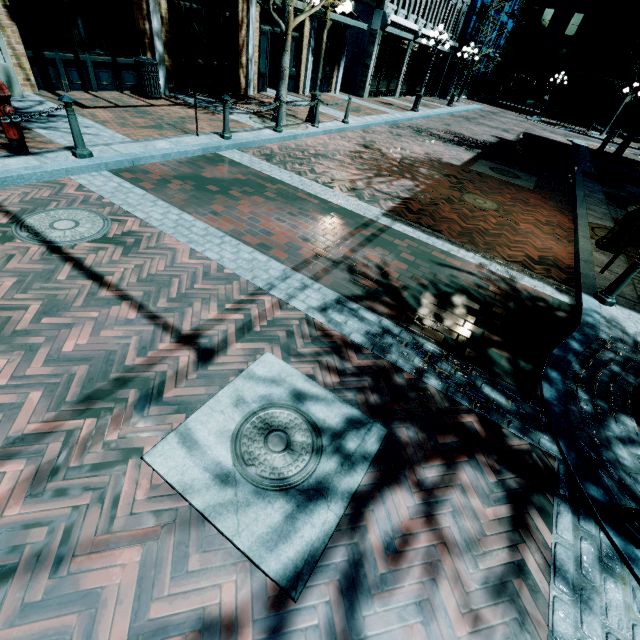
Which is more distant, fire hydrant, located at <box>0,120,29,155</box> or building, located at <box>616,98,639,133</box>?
building, located at <box>616,98,639,133</box>

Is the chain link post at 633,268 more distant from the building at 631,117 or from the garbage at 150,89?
the garbage at 150,89

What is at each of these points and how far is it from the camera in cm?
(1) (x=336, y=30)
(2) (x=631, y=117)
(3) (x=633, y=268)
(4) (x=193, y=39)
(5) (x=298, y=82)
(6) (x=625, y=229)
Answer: (1) building, 1588
(2) building, 2952
(3) chain link post, 450
(4) sign, 637
(5) building, 1520
(6) light, 632

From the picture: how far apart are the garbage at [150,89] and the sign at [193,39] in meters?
3.5

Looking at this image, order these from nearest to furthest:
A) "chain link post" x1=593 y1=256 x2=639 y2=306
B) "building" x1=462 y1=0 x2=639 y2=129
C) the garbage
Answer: "chain link post" x1=593 y1=256 x2=639 y2=306
the garbage
"building" x1=462 y1=0 x2=639 y2=129

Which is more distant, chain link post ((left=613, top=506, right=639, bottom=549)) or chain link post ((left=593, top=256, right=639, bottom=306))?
chain link post ((left=593, top=256, right=639, bottom=306))

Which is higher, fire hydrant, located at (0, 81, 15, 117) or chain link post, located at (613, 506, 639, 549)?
fire hydrant, located at (0, 81, 15, 117)

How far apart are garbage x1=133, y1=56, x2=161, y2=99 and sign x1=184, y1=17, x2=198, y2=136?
3.5m
